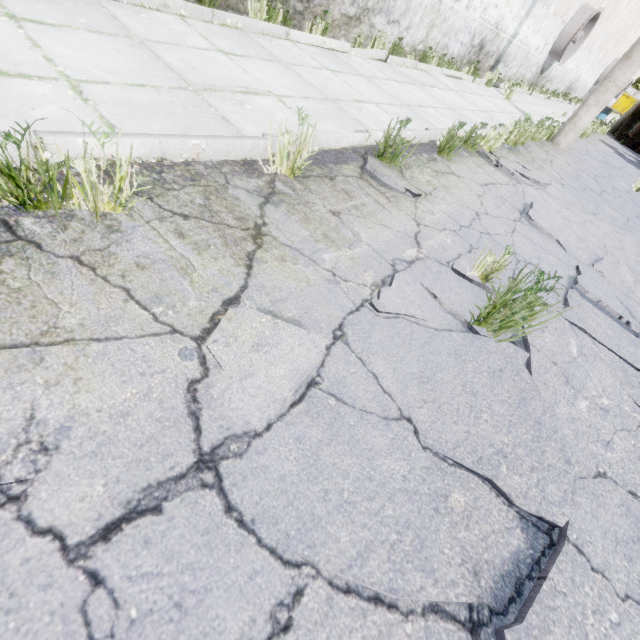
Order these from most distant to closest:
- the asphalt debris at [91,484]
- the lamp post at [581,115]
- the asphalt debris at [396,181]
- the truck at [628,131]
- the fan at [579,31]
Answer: the truck at [628,131] → the fan at [579,31] → the lamp post at [581,115] → the asphalt debris at [396,181] → the asphalt debris at [91,484]

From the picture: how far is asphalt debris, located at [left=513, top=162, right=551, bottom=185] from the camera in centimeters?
528cm

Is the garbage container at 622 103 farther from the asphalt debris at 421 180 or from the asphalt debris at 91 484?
the asphalt debris at 421 180

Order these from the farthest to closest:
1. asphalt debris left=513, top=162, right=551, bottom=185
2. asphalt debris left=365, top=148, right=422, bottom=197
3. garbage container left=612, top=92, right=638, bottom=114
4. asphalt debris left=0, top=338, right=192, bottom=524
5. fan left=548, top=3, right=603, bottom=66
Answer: garbage container left=612, top=92, right=638, bottom=114
fan left=548, top=3, right=603, bottom=66
asphalt debris left=513, top=162, right=551, bottom=185
asphalt debris left=365, top=148, right=422, bottom=197
asphalt debris left=0, top=338, right=192, bottom=524

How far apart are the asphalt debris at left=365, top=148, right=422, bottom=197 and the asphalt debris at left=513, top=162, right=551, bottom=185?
3.2m

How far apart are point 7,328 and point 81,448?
0.6m

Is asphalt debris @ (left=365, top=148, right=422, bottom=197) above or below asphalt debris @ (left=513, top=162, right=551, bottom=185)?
above

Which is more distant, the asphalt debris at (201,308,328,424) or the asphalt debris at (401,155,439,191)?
the asphalt debris at (401,155,439,191)
